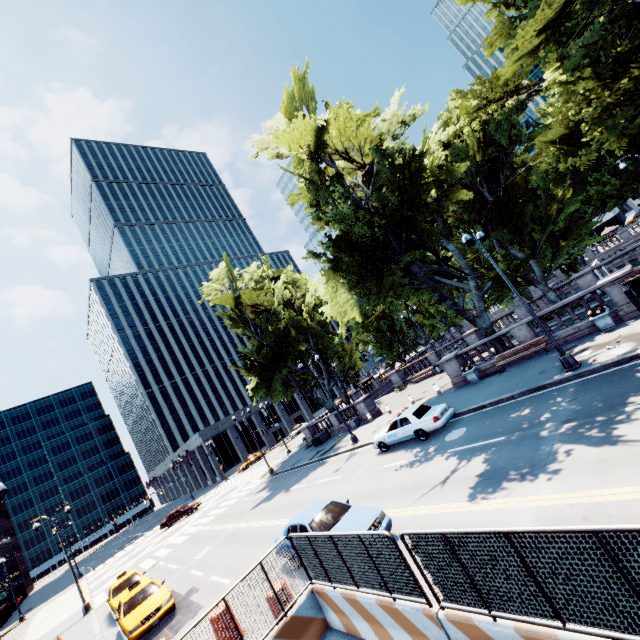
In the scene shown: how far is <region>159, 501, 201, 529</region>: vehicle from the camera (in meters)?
40.47

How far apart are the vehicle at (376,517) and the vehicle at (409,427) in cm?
616

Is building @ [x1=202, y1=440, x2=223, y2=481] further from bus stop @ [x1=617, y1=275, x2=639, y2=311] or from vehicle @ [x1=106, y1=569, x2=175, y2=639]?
bus stop @ [x1=617, y1=275, x2=639, y2=311]

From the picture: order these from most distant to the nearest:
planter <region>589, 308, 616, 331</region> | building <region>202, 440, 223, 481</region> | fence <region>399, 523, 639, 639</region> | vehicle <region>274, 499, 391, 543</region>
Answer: building <region>202, 440, 223, 481</region> < planter <region>589, 308, 616, 331</region> < vehicle <region>274, 499, 391, 543</region> < fence <region>399, 523, 639, 639</region>

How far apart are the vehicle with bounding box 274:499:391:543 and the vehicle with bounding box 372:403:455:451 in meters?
6.2

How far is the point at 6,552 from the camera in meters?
59.5 m

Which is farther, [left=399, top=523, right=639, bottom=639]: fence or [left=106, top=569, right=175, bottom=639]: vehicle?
[left=106, top=569, right=175, bottom=639]: vehicle

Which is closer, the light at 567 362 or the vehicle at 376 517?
the vehicle at 376 517
